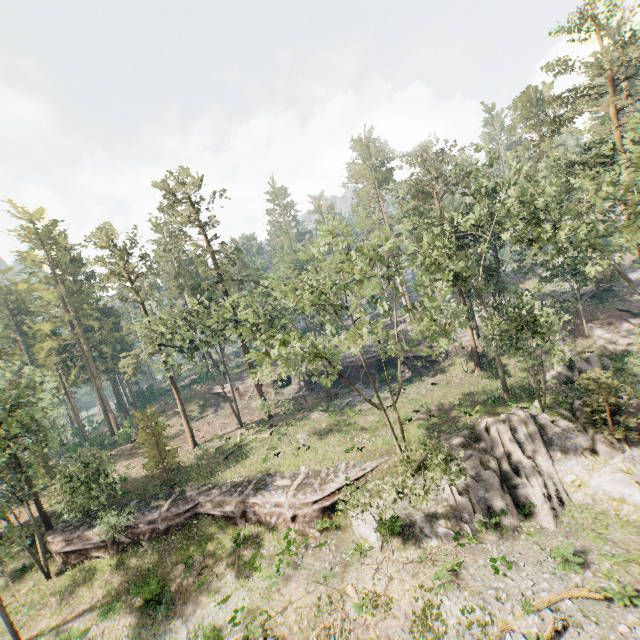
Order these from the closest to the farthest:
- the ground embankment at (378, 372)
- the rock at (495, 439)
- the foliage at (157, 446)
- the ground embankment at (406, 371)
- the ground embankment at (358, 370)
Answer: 1. the rock at (495, 439)
2. the foliage at (157, 446)
3. the ground embankment at (406, 371)
4. the ground embankment at (378, 372)
5. the ground embankment at (358, 370)

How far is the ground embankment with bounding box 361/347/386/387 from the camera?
42.1m

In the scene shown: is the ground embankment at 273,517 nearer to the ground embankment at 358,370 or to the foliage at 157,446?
the foliage at 157,446

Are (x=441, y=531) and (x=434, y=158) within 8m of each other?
no

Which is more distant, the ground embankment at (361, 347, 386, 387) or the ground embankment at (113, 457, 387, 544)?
the ground embankment at (361, 347, 386, 387)

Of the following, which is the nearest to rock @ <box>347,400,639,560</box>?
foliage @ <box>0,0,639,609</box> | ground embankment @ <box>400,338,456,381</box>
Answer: foliage @ <box>0,0,639,609</box>

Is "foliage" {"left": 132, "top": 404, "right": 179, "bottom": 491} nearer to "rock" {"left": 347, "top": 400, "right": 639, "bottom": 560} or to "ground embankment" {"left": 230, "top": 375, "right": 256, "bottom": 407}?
"rock" {"left": 347, "top": 400, "right": 639, "bottom": 560}
